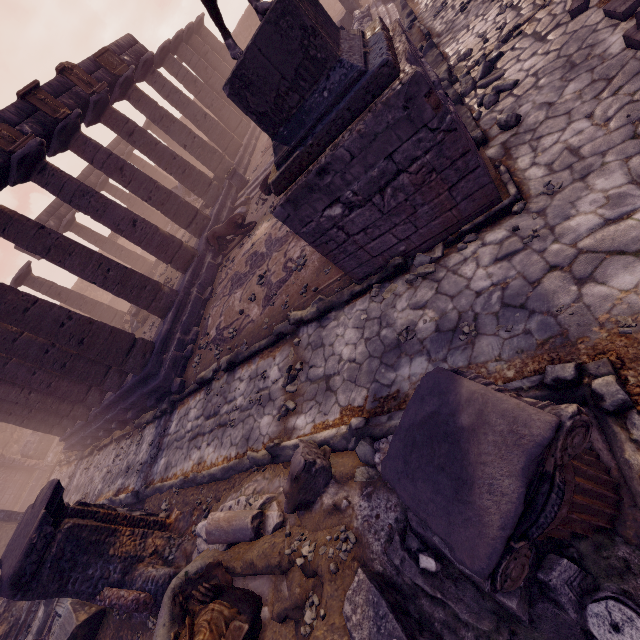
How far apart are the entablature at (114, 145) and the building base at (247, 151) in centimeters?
529cm

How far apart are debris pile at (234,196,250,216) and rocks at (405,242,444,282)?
9.03m

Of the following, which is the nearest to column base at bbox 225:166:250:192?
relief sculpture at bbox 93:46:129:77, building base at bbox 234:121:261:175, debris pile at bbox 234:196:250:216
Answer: building base at bbox 234:121:261:175

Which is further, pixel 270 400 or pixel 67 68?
pixel 67 68

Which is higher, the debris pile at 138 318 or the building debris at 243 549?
the debris pile at 138 318

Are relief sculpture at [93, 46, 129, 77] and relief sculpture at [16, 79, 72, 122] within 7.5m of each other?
yes

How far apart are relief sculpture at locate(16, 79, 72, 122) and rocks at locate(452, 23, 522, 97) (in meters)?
11.92

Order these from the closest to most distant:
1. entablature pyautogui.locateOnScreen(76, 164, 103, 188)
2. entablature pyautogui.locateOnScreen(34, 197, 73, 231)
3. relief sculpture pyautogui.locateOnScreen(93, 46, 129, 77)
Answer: relief sculpture pyautogui.locateOnScreen(93, 46, 129, 77)
entablature pyautogui.locateOnScreen(34, 197, 73, 231)
entablature pyautogui.locateOnScreen(76, 164, 103, 188)
